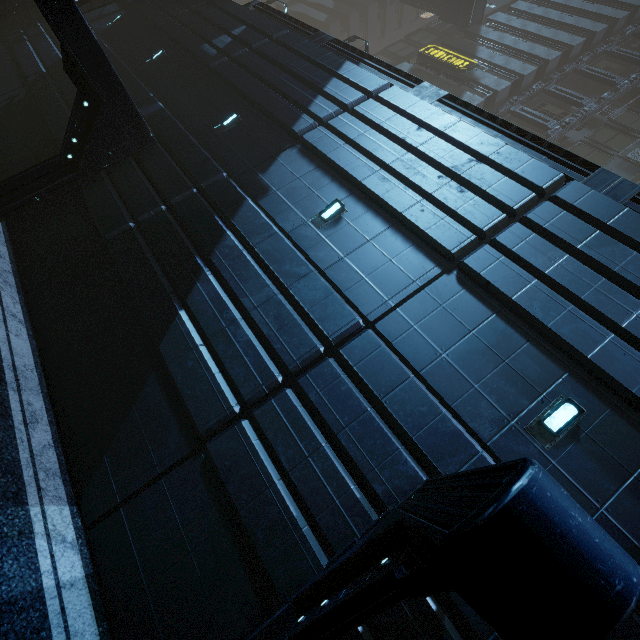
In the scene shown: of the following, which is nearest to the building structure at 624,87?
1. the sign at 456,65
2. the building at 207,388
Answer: the building at 207,388

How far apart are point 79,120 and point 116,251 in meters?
4.1 m

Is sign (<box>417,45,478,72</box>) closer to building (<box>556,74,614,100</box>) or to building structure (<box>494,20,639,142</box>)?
building (<box>556,74,614,100</box>)

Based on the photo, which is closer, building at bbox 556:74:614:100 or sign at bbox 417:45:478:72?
sign at bbox 417:45:478:72

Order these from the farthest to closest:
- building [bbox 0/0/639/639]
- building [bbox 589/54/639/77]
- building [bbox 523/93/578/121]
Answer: building [bbox 589/54/639/77] < building [bbox 523/93/578/121] < building [bbox 0/0/639/639]

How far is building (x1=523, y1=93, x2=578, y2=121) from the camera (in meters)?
27.48

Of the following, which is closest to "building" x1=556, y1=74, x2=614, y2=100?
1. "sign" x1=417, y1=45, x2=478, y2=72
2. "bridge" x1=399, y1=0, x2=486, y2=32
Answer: "sign" x1=417, y1=45, x2=478, y2=72

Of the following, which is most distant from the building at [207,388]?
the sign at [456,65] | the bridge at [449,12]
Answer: the bridge at [449,12]
